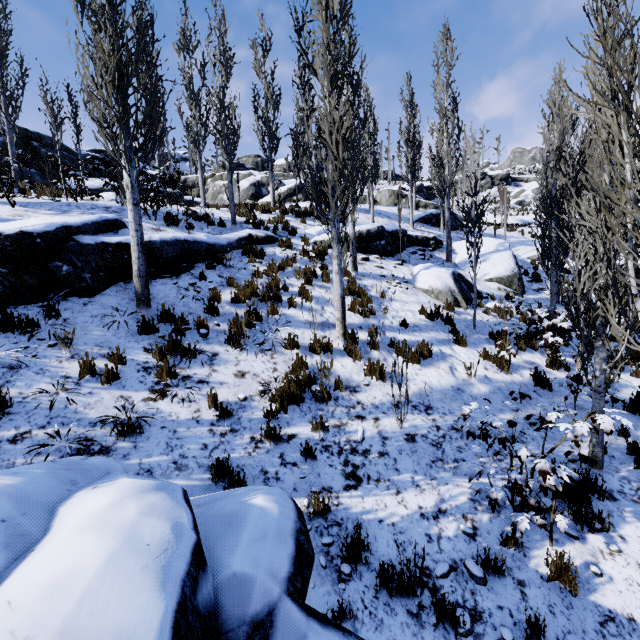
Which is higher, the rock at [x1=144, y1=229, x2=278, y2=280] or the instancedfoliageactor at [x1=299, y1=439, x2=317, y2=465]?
the rock at [x1=144, y1=229, x2=278, y2=280]

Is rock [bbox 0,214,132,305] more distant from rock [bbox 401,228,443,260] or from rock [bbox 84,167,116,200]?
rock [bbox 84,167,116,200]

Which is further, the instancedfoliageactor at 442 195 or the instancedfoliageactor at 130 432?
the instancedfoliageactor at 442 195

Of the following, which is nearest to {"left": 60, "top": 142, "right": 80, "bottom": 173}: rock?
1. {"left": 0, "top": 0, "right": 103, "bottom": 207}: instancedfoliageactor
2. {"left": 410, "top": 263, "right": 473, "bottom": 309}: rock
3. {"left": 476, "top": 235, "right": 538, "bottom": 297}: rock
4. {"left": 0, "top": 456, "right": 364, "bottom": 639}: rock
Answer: {"left": 0, "top": 0, "right": 103, "bottom": 207}: instancedfoliageactor

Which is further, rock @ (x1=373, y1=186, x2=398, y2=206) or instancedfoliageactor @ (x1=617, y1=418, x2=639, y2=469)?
rock @ (x1=373, y1=186, x2=398, y2=206)

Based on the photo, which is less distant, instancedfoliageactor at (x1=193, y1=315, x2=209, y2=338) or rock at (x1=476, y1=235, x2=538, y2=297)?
instancedfoliageactor at (x1=193, y1=315, x2=209, y2=338)

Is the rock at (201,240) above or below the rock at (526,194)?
below

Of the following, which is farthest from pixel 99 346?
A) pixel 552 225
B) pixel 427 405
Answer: pixel 552 225
